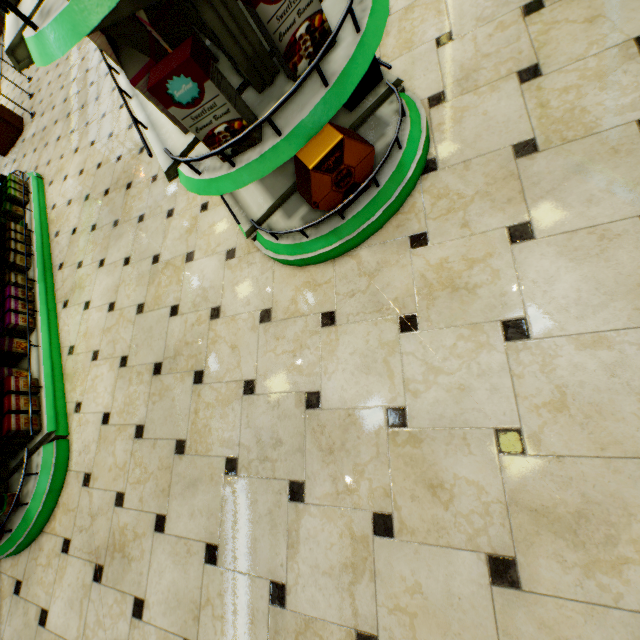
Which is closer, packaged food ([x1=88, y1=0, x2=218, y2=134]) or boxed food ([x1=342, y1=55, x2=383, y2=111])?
packaged food ([x1=88, y1=0, x2=218, y2=134])

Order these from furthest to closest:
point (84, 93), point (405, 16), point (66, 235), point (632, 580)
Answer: point (84, 93) < point (66, 235) < point (405, 16) < point (632, 580)

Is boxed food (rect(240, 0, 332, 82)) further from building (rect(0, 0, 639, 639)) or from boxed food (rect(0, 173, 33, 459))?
boxed food (rect(0, 173, 33, 459))

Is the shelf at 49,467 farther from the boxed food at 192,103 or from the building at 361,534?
the boxed food at 192,103

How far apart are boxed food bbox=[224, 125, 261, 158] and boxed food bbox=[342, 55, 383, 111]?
0.8 meters

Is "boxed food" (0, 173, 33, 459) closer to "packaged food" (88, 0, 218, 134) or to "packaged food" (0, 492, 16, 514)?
"packaged food" (0, 492, 16, 514)

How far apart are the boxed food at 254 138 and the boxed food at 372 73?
0.76m

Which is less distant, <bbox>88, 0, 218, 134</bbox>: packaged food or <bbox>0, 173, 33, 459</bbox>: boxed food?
<bbox>88, 0, 218, 134</bbox>: packaged food
